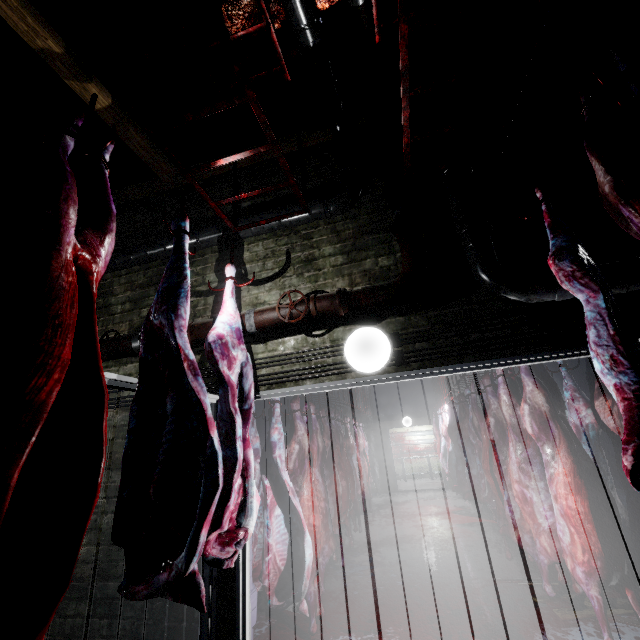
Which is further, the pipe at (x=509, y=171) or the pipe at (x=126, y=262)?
the pipe at (x=126, y=262)

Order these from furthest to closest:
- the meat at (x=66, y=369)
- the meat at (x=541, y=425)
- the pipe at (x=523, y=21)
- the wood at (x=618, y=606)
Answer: the wood at (x=618, y=606) < the pipe at (x=523, y=21) < the meat at (x=541, y=425) < the meat at (x=66, y=369)

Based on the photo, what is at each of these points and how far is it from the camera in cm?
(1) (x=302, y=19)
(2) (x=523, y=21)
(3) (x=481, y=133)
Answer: (1) pipe, 201
(2) pipe, 217
(3) pipe, 233

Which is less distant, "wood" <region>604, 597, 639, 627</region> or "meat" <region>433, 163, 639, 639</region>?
"meat" <region>433, 163, 639, 639</region>

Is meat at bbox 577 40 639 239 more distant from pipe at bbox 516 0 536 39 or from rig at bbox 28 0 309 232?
rig at bbox 28 0 309 232

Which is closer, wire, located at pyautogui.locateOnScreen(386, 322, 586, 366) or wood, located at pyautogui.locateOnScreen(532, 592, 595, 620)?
wire, located at pyautogui.locateOnScreen(386, 322, 586, 366)

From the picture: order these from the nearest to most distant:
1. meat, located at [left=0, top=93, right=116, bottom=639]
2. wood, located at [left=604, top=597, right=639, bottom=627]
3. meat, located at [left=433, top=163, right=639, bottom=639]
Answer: meat, located at [left=0, top=93, right=116, bottom=639] < meat, located at [left=433, top=163, right=639, bottom=639] < wood, located at [left=604, top=597, right=639, bottom=627]

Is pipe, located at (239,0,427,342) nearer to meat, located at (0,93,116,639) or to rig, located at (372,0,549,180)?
rig, located at (372,0,549,180)
